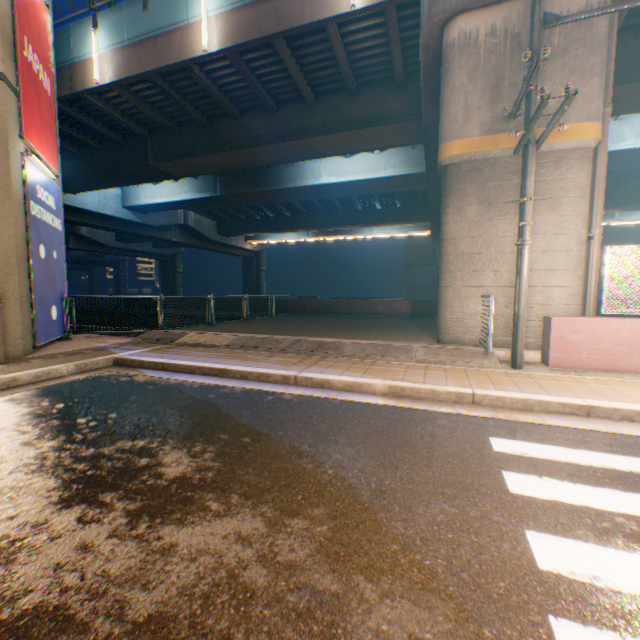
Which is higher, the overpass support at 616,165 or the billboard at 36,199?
the overpass support at 616,165

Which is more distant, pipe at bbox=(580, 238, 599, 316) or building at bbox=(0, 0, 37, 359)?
pipe at bbox=(580, 238, 599, 316)

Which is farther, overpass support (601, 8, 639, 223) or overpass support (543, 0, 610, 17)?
overpass support (601, 8, 639, 223)

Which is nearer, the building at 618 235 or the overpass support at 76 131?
the overpass support at 76 131

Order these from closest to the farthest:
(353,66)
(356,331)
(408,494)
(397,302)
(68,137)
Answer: (408,494), (356,331), (353,66), (68,137), (397,302)

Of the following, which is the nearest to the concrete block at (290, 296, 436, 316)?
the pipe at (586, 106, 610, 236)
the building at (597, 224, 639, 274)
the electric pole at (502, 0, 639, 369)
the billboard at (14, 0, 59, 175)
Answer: the pipe at (586, 106, 610, 236)

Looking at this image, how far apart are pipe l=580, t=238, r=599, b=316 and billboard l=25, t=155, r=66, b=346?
12.7 meters
